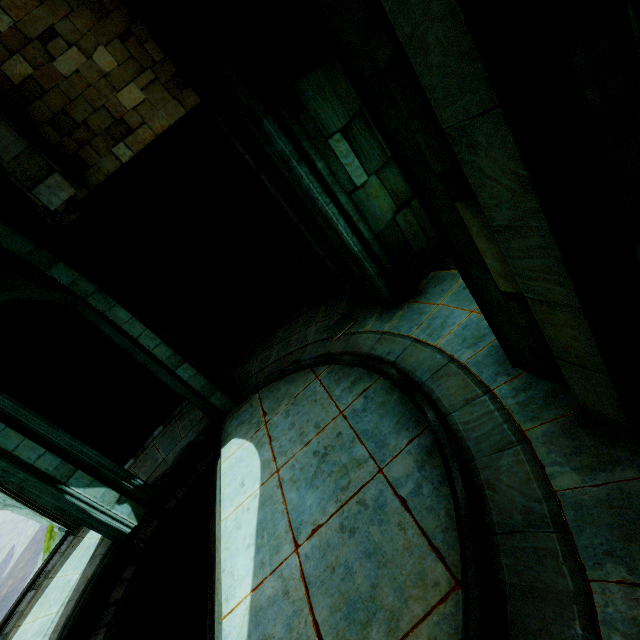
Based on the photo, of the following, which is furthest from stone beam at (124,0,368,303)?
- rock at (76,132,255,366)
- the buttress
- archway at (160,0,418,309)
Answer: the buttress

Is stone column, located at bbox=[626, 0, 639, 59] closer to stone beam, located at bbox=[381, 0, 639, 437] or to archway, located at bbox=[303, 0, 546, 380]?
stone beam, located at bbox=[381, 0, 639, 437]

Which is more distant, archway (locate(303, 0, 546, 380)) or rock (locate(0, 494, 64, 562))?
rock (locate(0, 494, 64, 562))

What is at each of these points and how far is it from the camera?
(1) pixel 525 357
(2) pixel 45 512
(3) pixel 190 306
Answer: (1) archway, 4.0m
(2) buttress, 9.1m
(3) stone column, 11.5m

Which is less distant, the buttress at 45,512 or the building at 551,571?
the building at 551,571

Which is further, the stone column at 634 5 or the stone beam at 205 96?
the stone beam at 205 96

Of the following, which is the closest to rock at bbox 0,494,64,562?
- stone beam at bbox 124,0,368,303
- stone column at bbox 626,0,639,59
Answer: stone beam at bbox 124,0,368,303

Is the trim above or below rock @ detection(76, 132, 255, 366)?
below
